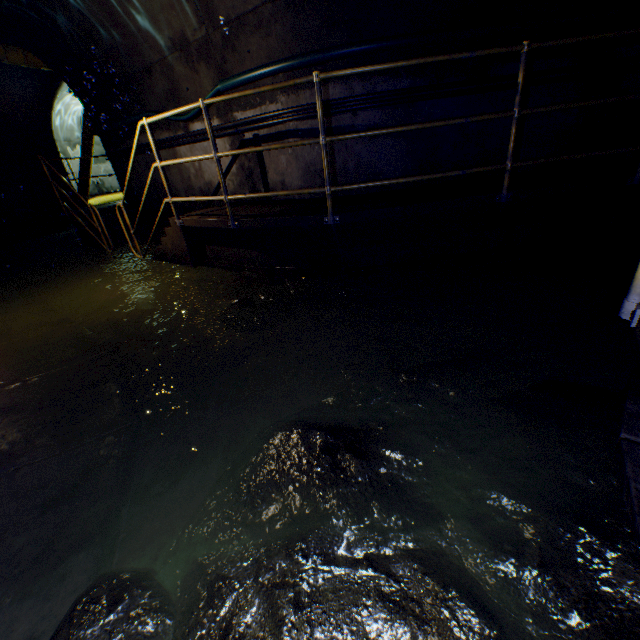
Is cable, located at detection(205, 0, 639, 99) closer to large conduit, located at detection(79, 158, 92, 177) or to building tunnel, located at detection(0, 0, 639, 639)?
building tunnel, located at detection(0, 0, 639, 639)

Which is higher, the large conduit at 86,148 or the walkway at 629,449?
the large conduit at 86,148

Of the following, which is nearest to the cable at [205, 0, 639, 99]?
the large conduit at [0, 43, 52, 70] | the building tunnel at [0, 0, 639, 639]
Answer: the building tunnel at [0, 0, 639, 639]

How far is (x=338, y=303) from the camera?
3.8m

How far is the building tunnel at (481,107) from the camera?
4.12m

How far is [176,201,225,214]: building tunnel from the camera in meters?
6.3 m
